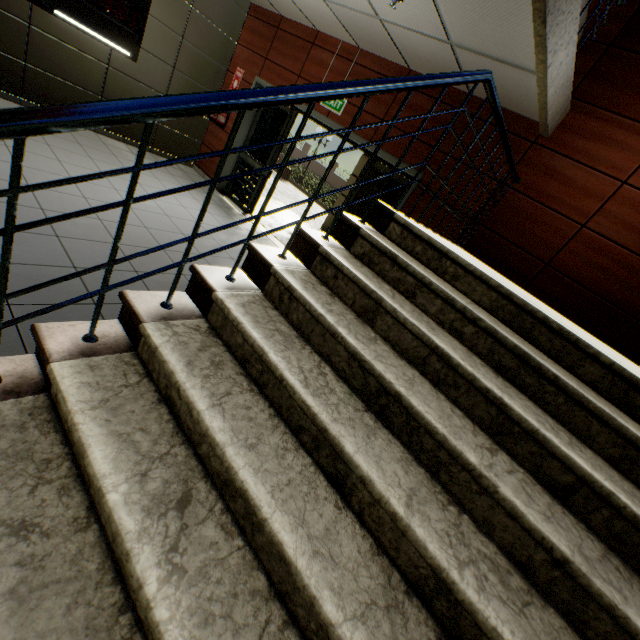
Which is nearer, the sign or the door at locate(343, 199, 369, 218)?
the sign

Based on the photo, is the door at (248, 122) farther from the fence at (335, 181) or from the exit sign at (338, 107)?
the fence at (335, 181)

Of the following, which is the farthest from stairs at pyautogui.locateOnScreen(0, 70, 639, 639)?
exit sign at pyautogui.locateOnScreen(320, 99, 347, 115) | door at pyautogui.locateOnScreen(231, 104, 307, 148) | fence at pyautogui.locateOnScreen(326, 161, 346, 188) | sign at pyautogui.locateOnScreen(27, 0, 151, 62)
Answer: fence at pyautogui.locateOnScreen(326, 161, 346, 188)

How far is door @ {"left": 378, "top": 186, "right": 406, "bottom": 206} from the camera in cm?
489

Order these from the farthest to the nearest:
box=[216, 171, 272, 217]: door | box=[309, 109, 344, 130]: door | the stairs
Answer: box=[216, 171, 272, 217]: door → box=[309, 109, 344, 130]: door → the stairs

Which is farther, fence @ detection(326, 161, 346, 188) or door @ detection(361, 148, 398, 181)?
fence @ detection(326, 161, 346, 188)

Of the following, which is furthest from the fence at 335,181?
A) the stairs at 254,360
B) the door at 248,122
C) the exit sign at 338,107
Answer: the stairs at 254,360

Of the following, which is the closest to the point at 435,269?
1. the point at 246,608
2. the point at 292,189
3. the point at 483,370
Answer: the point at 483,370
